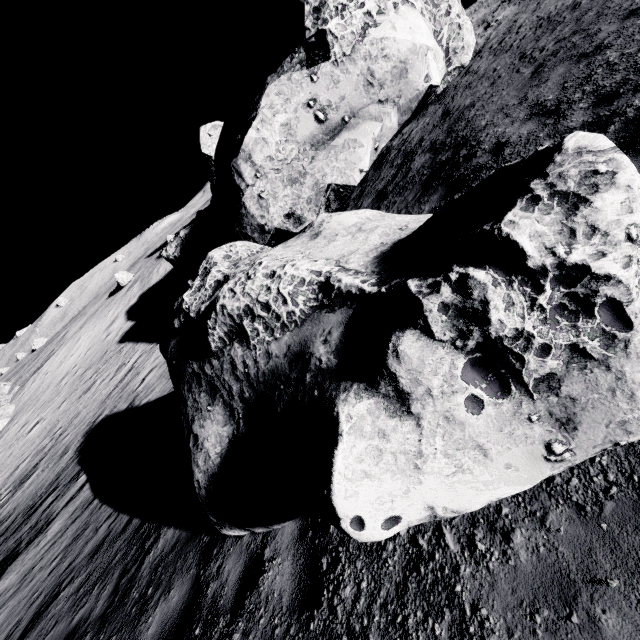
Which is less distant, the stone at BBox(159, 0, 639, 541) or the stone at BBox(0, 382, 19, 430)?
the stone at BBox(159, 0, 639, 541)

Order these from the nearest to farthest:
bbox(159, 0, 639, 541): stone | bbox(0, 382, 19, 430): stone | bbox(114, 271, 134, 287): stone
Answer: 1. bbox(159, 0, 639, 541): stone
2. bbox(0, 382, 19, 430): stone
3. bbox(114, 271, 134, 287): stone

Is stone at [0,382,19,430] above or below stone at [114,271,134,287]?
below

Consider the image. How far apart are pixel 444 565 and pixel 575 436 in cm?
142

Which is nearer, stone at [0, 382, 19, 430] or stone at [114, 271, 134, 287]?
stone at [0, 382, 19, 430]

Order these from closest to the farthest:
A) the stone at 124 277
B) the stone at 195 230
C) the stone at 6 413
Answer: the stone at 195 230 → the stone at 6 413 → the stone at 124 277

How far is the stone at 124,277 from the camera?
39.5m

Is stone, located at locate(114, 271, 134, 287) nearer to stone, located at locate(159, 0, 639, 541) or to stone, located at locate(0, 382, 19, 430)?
stone, located at locate(0, 382, 19, 430)
